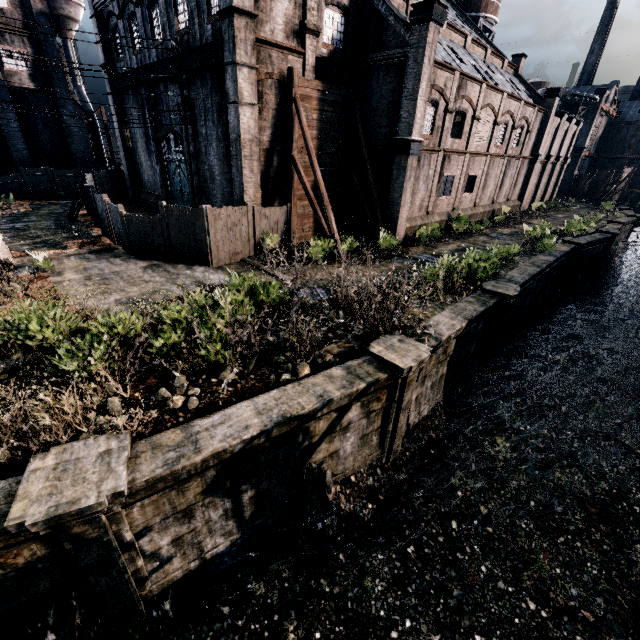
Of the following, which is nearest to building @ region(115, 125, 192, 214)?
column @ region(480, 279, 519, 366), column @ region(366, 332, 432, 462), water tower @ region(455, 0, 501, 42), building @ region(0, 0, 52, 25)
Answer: water tower @ region(455, 0, 501, 42)

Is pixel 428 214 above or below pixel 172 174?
below

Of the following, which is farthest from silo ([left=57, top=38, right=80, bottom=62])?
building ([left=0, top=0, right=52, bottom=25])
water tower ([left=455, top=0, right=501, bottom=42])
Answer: water tower ([left=455, top=0, right=501, bottom=42])

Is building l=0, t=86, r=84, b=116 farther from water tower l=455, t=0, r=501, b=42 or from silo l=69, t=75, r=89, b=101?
water tower l=455, t=0, r=501, b=42

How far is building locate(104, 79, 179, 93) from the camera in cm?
2117

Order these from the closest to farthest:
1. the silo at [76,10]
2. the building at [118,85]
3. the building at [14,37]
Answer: the building at [118,85]
the building at [14,37]
the silo at [76,10]

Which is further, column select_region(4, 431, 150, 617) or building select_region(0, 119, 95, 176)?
building select_region(0, 119, 95, 176)

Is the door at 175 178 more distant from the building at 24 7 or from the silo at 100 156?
the silo at 100 156
